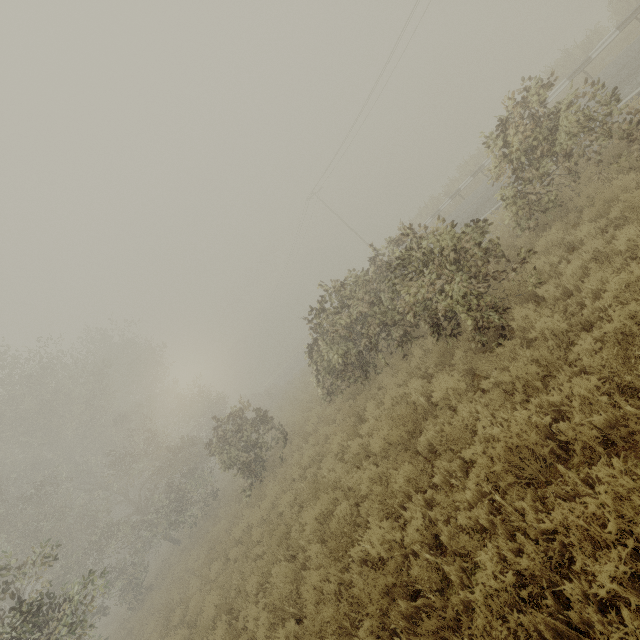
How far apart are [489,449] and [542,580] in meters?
1.3

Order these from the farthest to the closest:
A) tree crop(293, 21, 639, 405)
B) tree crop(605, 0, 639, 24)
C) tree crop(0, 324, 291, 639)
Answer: tree crop(605, 0, 639, 24)
tree crop(0, 324, 291, 639)
tree crop(293, 21, 639, 405)

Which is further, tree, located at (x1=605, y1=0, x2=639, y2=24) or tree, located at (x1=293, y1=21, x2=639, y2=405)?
tree, located at (x1=605, y1=0, x2=639, y2=24)

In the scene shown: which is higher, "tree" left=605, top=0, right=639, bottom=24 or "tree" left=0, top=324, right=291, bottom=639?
"tree" left=0, top=324, right=291, bottom=639

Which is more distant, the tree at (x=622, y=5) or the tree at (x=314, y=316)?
the tree at (x=622, y=5)
